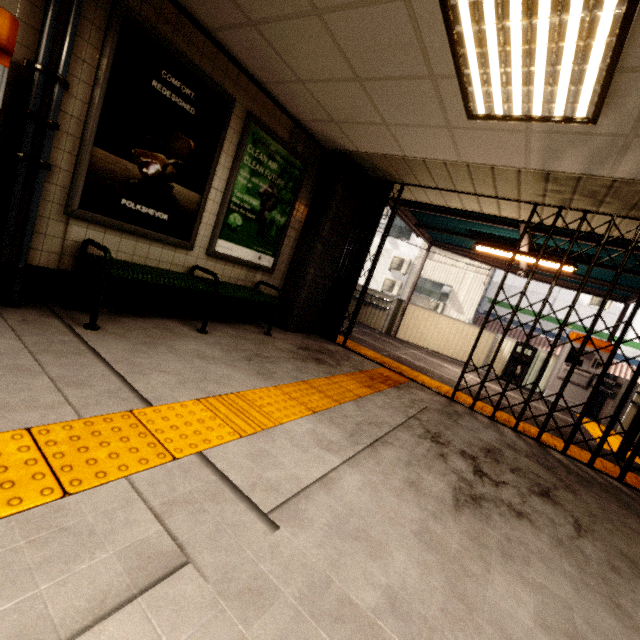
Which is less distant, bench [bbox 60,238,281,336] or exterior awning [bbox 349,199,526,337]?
bench [bbox 60,238,281,336]

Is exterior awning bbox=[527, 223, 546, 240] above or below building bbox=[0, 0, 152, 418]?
above

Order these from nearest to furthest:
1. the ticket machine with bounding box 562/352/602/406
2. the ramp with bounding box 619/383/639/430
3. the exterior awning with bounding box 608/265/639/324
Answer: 1. the exterior awning with bounding box 608/265/639/324
2. the ramp with bounding box 619/383/639/430
3. the ticket machine with bounding box 562/352/602/406

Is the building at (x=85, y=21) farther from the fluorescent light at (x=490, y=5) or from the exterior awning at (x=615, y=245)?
the exterior awning at (x=615, y=245)

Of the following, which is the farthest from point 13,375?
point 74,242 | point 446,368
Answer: point 446,368

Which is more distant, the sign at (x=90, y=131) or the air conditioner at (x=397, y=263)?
the air conditioner at (x=397, y=263)

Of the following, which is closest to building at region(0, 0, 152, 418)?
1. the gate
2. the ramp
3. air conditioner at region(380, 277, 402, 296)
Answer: the gate

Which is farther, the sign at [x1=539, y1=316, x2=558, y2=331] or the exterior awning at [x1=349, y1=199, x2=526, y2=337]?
the sign at [x1=539, y1=316, x2=558, y2=331]
